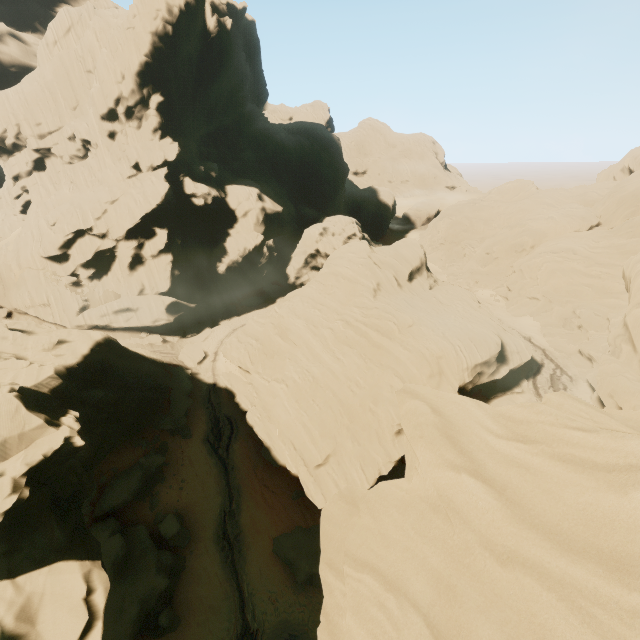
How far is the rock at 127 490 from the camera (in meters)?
24.80

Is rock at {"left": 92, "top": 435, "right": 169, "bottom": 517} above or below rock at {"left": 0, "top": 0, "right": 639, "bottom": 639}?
below

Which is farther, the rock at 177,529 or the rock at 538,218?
the rock at 177,529

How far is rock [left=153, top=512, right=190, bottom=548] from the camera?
24.9m

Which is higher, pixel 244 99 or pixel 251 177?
pixel 244 99

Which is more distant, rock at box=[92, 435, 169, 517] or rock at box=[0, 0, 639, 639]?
rock at box=[92, 435, 169, 517]
